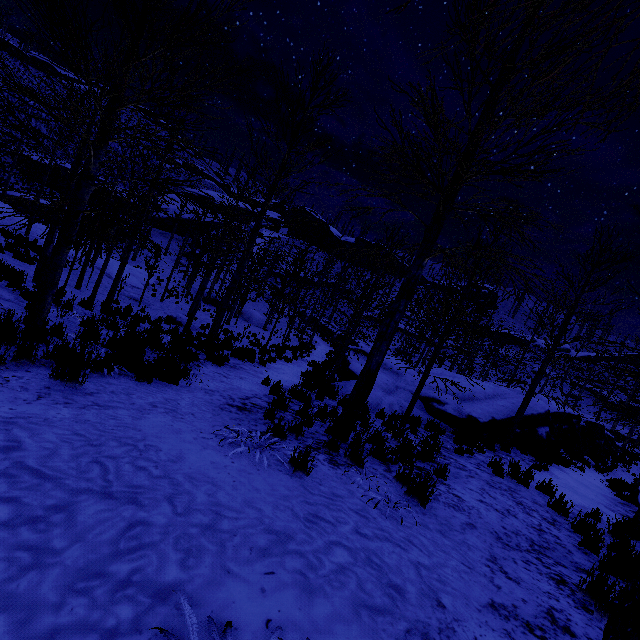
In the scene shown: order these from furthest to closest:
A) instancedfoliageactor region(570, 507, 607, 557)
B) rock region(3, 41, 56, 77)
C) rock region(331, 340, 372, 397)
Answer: rock region(3, 41, 56, 77) → rock region(331, 340, 372, 397) → instancedfoliageactor region(570, 507, 607, 557)

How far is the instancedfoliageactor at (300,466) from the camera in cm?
351

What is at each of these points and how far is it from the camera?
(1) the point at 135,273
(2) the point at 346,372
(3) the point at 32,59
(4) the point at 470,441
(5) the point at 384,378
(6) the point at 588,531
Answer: (1) rock, 29.3 meters
(2) rock, 16.4 meters
(3) rock, 57.6 meters
(4) instancedfoliageactor, 11.1 meters
(5) rock, 16.9 meters
(6) instancedfoliageactor, 4.8 meters

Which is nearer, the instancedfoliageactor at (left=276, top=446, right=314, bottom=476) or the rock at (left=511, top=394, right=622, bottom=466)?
the instancedfoliageactor at (left=276, top=446, right=314, bottom=476)

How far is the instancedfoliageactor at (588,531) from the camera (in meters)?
4.68

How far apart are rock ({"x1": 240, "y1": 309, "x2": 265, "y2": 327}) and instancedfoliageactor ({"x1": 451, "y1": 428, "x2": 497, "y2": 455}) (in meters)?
27.59

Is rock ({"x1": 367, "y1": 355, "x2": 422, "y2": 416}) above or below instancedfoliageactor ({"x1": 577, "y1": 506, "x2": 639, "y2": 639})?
below

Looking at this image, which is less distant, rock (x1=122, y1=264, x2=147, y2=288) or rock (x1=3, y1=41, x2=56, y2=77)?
rock (x1=122, y1=264, x2=147, y2=288)
